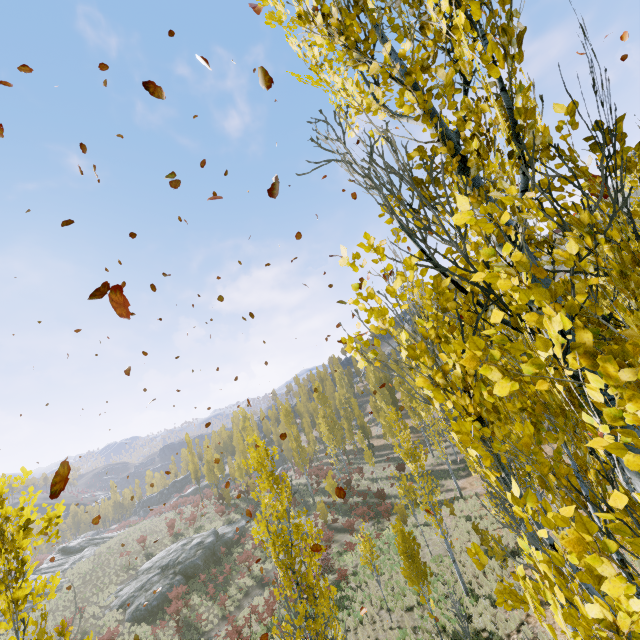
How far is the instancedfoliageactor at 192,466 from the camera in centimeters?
5212cm

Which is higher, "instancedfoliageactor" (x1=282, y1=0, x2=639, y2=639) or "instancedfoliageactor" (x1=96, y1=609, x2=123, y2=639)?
"instancedfoliageactor" (x1=282, y1=0, x2=639, y2=639)

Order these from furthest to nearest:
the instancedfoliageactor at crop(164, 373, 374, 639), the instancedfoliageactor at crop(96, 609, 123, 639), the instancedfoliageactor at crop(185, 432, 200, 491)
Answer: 1. the instancedfoliageactor at crop(185, 432, 200, 491)
2. the instancedfoliageactor at crop(96, 609, 123, 639)
3. the instancedfoliageactor at crop(164, 373, 374, 639)

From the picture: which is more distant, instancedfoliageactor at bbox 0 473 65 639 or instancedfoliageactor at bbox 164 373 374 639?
instancedfoliageactor at bbox 164 373 374 639

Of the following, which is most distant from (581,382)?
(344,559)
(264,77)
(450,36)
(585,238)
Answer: (344,559)

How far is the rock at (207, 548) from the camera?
26.6 meters
